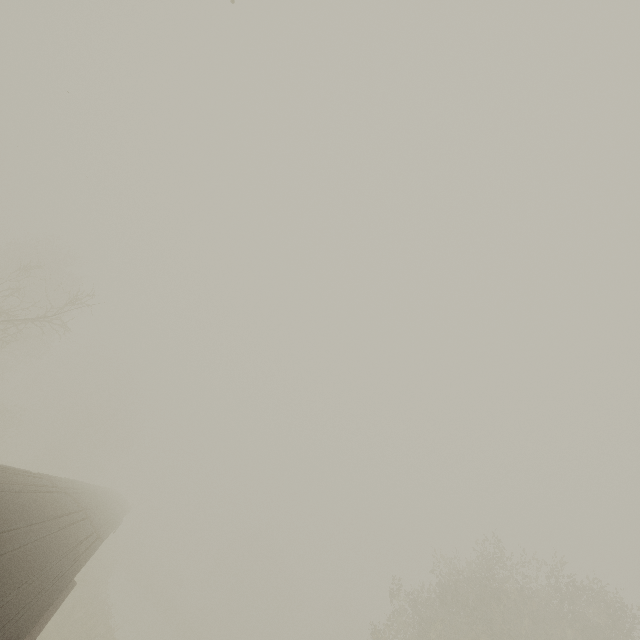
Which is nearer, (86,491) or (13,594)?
(13,594)

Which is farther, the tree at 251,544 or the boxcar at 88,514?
the tree at 251,544

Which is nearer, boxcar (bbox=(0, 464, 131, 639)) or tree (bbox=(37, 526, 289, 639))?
boxcar (bbox=(0, 464, 131, 639))
